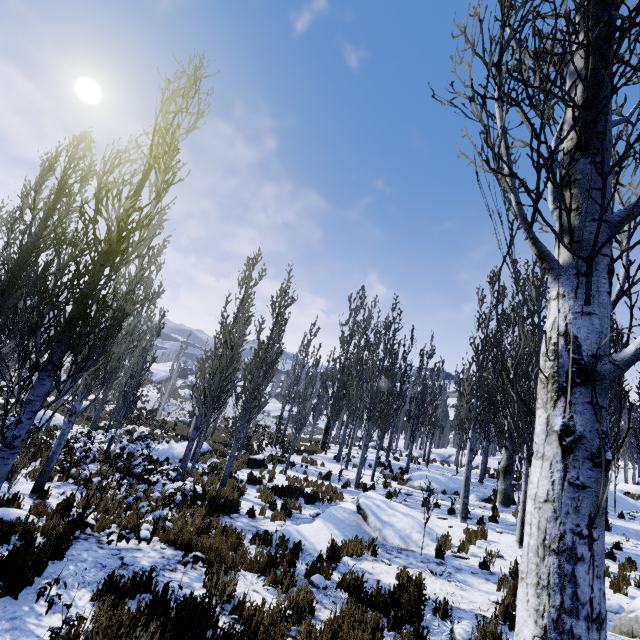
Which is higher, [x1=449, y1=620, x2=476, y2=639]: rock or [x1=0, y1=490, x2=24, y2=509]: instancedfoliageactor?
[x1=449, y1=620, x2=476, y2=639]: rock

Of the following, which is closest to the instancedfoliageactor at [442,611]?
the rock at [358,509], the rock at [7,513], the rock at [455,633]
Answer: the rock at [7,513]

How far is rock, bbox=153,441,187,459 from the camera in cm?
1858

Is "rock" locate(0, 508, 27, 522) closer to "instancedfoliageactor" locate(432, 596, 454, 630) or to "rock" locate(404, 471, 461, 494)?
"instancedfoliageactor" locate(432, 596, 454, 630)

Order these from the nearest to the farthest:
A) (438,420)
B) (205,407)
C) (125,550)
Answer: A:
1. (125,550)
2. (205,407)
3. (438,420)

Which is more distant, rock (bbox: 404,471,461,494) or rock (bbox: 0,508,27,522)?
rock (bbox: 404,471,461,494)

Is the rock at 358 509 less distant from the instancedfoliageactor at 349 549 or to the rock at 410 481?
the instancedfoliageactor at 349 549

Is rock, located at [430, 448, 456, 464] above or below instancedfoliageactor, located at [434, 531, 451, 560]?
above
